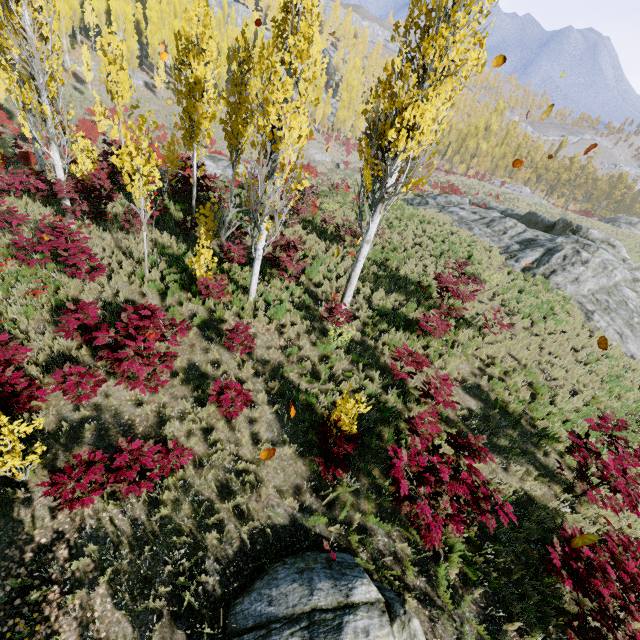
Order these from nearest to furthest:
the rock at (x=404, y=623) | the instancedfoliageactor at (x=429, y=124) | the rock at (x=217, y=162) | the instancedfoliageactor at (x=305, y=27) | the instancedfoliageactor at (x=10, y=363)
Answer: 1. the rock at (x=404, y=623)
2. the instancedfoliageactor at (x=10, y=363)
3. the instancedfoliageactor at (x=429, y=124)
4. the instancedfoliageactor at (x=305, y=27)
5. the rock at (x=217, y=162)

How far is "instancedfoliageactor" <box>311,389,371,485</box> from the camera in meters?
6.2 m

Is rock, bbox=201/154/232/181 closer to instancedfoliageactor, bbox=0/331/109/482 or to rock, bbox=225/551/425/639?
instancedfoliageactor, bbox=0/331/109/482

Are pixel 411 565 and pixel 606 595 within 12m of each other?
yes

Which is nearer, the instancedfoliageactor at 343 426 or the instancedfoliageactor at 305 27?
the instancedfoliageactor at 343 426

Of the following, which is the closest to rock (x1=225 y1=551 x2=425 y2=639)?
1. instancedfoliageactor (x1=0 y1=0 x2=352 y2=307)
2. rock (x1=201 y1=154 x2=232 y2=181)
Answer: instancedfoliageactor (x1=0 y1=0 x2=352 y2=307)
